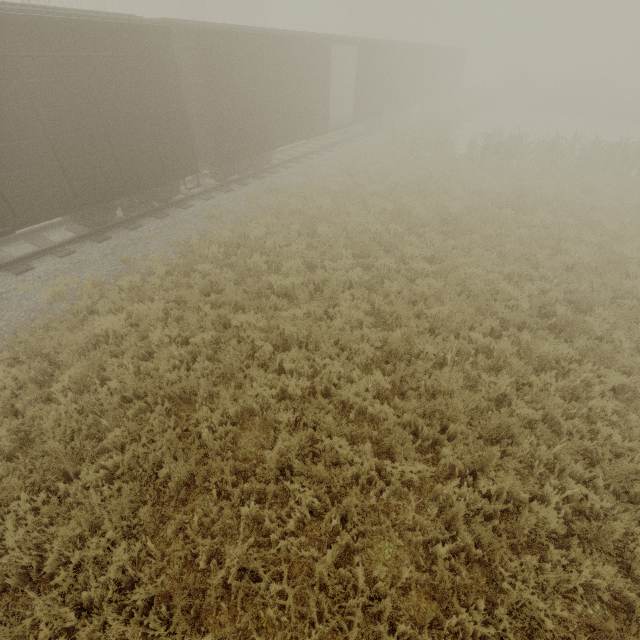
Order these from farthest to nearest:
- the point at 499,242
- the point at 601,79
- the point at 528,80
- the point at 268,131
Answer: the point at 528,80 < the point at 601,79 < the point at 268,131 < the point at 499,242

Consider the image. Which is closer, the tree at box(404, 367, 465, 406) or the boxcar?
the tree at box(404, 367, 465, 406)

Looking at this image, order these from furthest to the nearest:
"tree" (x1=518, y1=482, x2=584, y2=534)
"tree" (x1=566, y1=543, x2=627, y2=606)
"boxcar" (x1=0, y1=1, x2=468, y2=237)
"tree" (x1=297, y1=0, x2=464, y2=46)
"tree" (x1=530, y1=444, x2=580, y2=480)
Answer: "tree" (x1=297, y1=0, x2=464, y2=46), "boxcar" (x1=0, y1=1, x2=468, y2=237), "tree" (x1=530, y1=444, x2=580, y2=480), "tree" (x1=518, y1=482, x2=584, y2=534), "tree" (x1=566, y1=543, x2=627, y2=606)

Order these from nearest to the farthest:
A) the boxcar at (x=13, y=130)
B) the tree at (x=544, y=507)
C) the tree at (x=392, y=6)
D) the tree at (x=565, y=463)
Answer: the tree at (x=544, y=507)
the tree at (x=565, y=463)
the boxcar at (x=13, y=130)
the tree at (x=392, y=6)

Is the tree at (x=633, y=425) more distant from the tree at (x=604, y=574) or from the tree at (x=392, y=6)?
the tree at (x=392, y=6)

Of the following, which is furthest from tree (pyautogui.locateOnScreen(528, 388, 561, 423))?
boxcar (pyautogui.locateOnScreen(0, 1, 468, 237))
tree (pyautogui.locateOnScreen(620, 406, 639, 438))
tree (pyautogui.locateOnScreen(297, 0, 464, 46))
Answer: tree (pyautogui.locateOnScreen(297, 0, 464, 46))

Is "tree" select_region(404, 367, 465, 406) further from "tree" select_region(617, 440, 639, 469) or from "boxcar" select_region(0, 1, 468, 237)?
"boxcar" select_region(0, 1, 468, 237)
